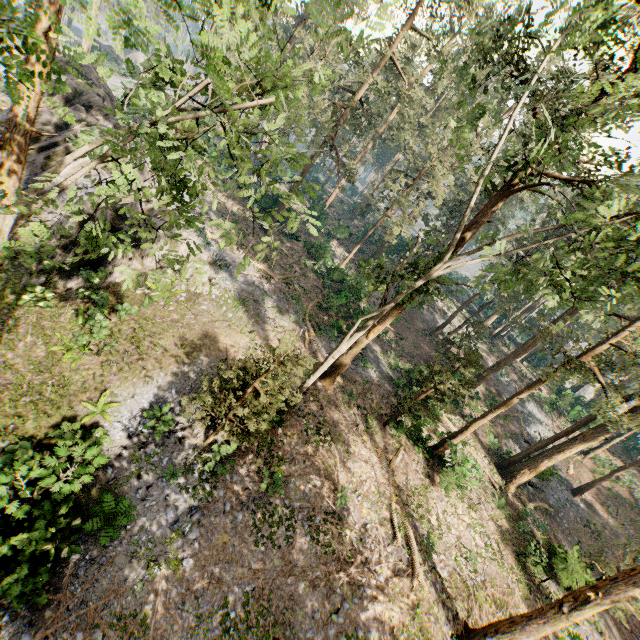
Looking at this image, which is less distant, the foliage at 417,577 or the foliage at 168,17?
the foliage at 168,17

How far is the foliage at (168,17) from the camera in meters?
3.9 m

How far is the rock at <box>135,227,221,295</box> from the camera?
17.1 meters

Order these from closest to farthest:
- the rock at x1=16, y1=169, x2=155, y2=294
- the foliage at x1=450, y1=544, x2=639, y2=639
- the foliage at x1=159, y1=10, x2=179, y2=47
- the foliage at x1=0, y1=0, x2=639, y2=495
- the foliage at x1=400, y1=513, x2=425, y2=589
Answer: the foliage at x1=159, y1=10, x2=179, y2=47, the foliage at x1=0, y1=0, x2=639, y2=495, the foliage at x1=450, y1=544, x2=639, y2=639, the foliage at x1=400, y1=513, x2=425, y2=589, the rock at x1=16, y1=169, x2=155, y2=294

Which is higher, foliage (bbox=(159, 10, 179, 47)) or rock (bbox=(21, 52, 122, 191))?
foliage (bbox=(159, 10, 179, 47))

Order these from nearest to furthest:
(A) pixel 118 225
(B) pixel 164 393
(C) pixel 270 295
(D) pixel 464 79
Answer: (D) pixel 464 79
(B) pixel 164 393
(A) pixel 118 225
(C) pixel 270 295

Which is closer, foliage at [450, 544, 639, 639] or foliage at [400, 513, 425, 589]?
foliage at [450, 544, 639, 639]
